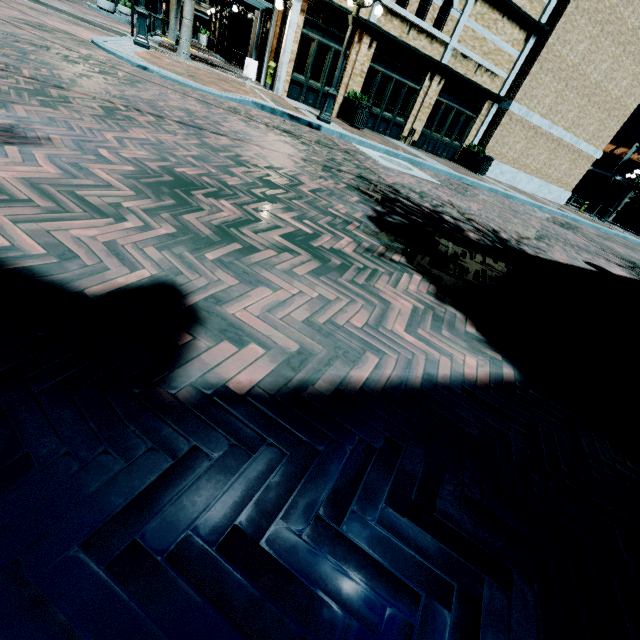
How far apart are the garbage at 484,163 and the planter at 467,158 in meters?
0.1

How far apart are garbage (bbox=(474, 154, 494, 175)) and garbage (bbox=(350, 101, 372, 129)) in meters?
6.8 m

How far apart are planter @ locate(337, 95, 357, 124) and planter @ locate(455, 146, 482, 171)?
6.90m

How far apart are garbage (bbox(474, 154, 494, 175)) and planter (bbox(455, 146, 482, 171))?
0.09m

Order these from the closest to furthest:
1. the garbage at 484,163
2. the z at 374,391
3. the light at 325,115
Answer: the z at 374,391 → the light at 325,115 → the garbage at 484,163

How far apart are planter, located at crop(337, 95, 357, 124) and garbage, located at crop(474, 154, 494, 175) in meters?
6.8 m

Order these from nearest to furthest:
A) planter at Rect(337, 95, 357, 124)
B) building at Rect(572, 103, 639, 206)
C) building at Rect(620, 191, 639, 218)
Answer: planter at Rect(337, 95, 357, 124) < building at Rect(620, 191, 639, 218) < building at Rect(572, 103, 639, 206)

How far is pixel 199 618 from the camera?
0.7 meters
